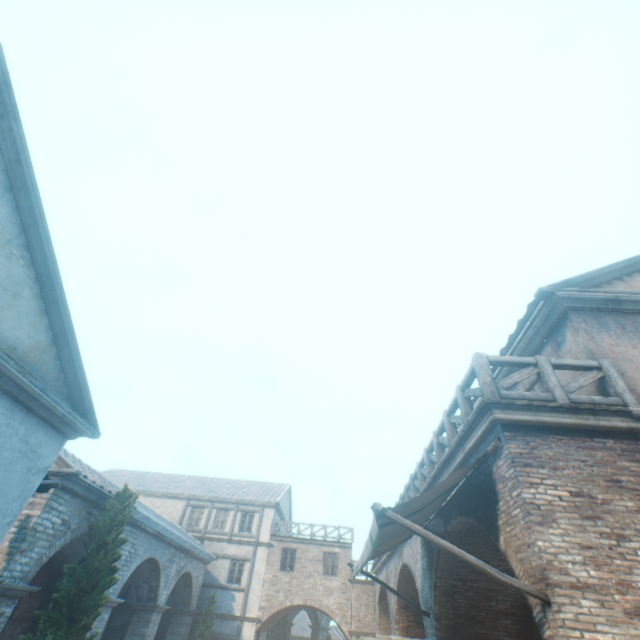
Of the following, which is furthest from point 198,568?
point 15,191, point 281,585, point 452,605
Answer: point 15,191

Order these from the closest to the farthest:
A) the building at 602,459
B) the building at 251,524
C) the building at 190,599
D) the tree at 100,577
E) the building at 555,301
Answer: the building at 602,459, the building at 555,301, the tree at 100,577, the building at 190,599, the building at 251,524

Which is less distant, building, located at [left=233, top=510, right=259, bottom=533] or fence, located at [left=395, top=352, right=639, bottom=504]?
fence, located at [left=395, top=352, right=639, bottom=504]

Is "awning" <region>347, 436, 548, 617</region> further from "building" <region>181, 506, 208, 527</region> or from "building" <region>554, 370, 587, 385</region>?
"building" <region>181, 506, 208, 527</region>

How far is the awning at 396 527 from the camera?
3.6 meters

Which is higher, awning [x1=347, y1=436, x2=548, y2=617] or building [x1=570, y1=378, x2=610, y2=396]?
building [x1=570, y1=378, x2=610, y2=396]

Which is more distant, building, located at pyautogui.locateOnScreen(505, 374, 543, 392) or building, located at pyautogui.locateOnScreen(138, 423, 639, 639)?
building, located at pyautogui.locateOnScreen(505, 374, 543, 392)
